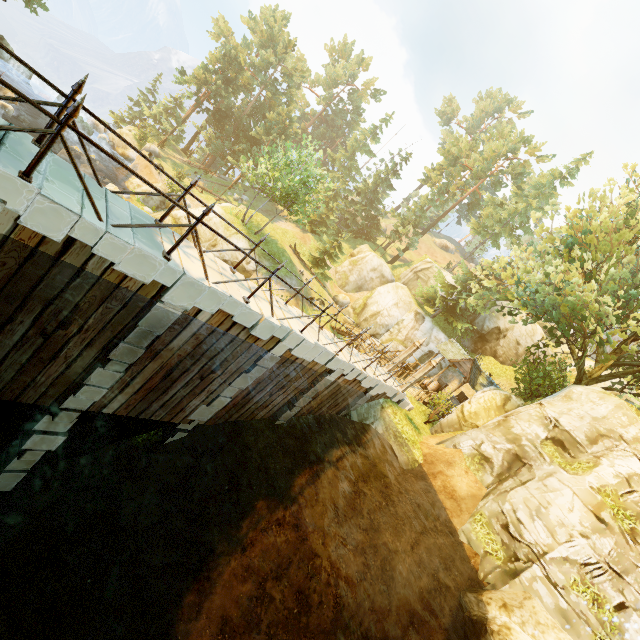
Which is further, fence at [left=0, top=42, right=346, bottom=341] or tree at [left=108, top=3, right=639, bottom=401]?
tree at [left=108, top=3, right=639, bottom=401]

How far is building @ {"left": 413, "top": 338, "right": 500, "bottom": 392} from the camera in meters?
23.9

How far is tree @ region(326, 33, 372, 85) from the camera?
57.0m

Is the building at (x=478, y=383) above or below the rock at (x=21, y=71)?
above

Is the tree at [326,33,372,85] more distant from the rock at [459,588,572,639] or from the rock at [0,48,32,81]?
the rock at [459,588,572,639]

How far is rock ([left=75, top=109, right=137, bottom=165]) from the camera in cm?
3134

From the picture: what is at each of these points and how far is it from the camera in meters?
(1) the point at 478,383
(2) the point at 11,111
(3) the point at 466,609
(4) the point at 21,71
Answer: (1) building, 25.5 m
(2) rock, 23.1 m
(3) rock, 9.2 m
(4) rock, 30.6 m

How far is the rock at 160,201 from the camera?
28.5 meters
